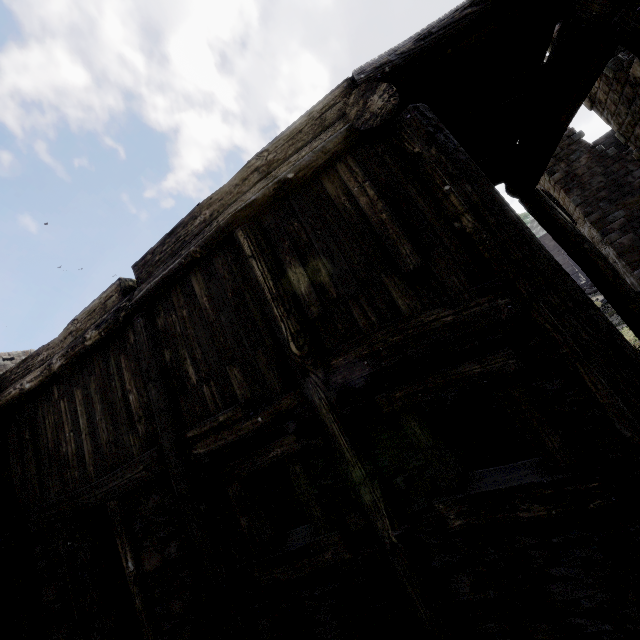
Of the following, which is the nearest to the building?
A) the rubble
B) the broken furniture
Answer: the rubble

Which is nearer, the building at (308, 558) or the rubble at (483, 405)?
the building at (308, 558)

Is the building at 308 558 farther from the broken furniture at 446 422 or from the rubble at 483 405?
the broken furniture at 446 422

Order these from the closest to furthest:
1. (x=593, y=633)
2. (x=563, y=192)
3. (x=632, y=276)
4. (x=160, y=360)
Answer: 1. (x=593, y=633)
2. (x=160, y=360)
3. (x=632, y=276)
4. (x=563, y=192)

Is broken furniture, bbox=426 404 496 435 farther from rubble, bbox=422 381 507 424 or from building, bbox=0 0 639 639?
building, bbox=0 0 639 639

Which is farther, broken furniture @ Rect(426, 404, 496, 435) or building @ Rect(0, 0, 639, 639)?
broken furniture @ Rect(426, 404, 496, 435)
